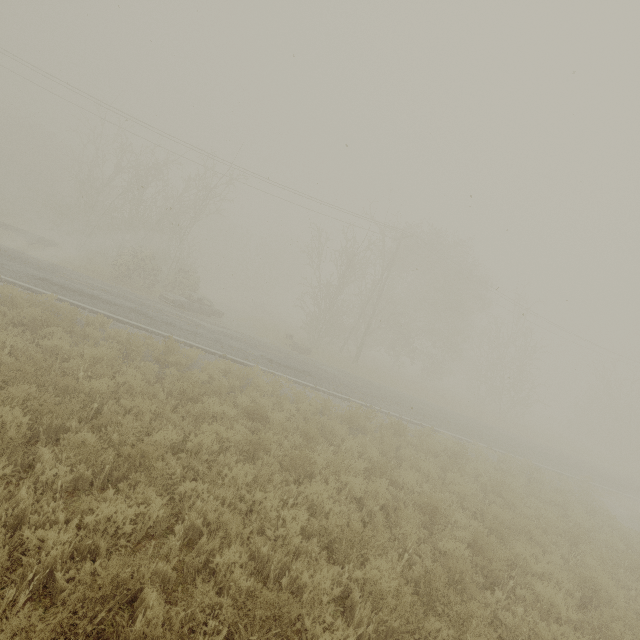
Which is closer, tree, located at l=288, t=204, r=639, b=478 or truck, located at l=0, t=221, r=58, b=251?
truck, located at l=0, t=221, r=58, b=251

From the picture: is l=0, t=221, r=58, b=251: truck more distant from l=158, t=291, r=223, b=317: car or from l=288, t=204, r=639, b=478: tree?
l=288, t=204, r=639, b=478: tree

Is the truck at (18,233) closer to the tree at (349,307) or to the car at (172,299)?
the car at (172,299)

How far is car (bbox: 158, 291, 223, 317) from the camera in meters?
20.1

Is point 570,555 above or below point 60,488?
above

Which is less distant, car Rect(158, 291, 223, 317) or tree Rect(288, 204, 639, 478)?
car Rect(158, 291, 223, 317)

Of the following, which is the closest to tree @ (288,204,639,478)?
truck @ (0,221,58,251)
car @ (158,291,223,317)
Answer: car @ (158,291,223,317)
